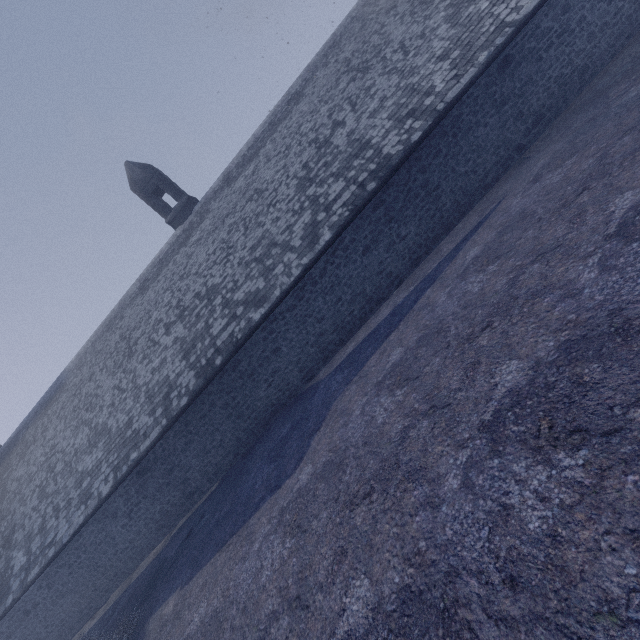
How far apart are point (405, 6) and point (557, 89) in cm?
731
